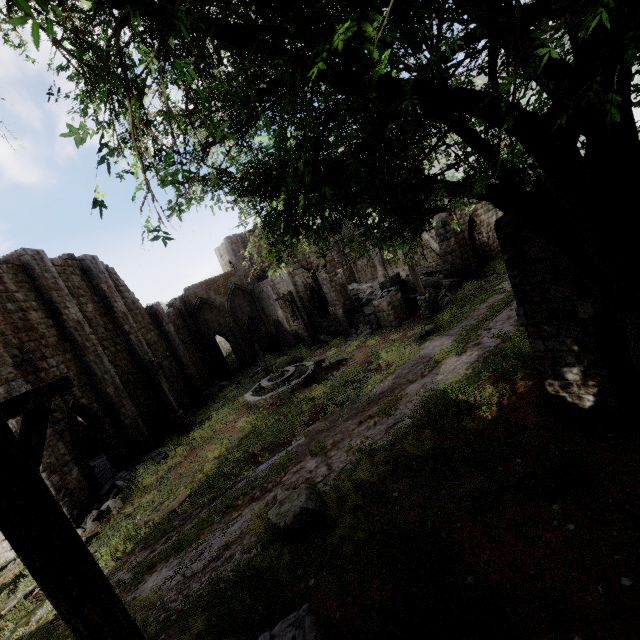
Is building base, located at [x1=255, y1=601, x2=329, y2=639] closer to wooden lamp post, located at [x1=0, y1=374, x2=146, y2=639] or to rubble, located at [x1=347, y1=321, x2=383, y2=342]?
wooden lamp post, located at [x1=0, y1=374, x2=146, y2=639]

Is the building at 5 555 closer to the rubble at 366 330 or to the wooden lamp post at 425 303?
the rubble at 366 330

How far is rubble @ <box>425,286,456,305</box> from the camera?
19.61m

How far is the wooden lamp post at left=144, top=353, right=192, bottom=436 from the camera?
18.5m

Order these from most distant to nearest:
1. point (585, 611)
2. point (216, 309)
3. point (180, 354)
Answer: point (216, 309)
point (180, 354)
point (585, 611)

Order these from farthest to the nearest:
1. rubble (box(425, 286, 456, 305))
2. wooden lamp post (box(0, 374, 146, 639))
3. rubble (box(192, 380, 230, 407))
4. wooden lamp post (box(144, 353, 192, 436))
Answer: rubble (box(192, 380, 230, 407)) < rubble (box(425, 286, 456, 305)) < wooden lamp post (box(144, 353, 192, 436)) < wooden lamp post (box(0, 374, 146, 639))

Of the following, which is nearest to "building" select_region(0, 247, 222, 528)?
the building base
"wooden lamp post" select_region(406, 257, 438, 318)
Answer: the building base

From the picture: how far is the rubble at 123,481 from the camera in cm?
1227
